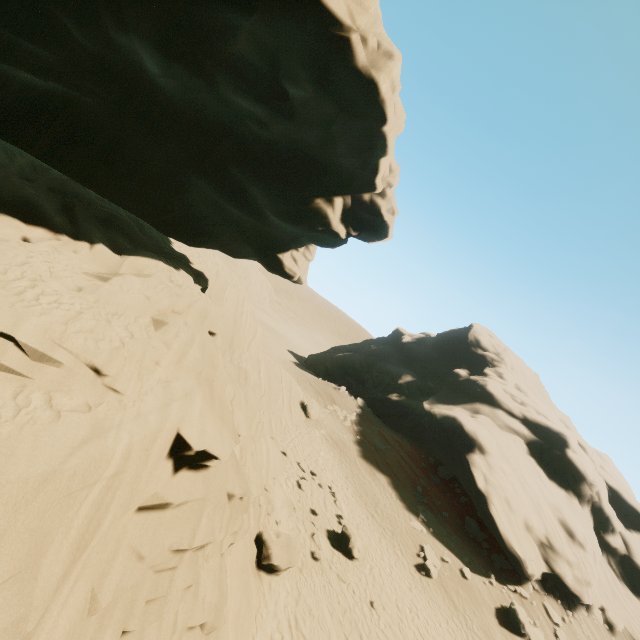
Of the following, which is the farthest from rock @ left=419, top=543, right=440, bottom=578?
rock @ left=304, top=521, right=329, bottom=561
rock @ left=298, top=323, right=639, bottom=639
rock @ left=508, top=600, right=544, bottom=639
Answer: rock @ left=298, top=323, right=639, bottom=639

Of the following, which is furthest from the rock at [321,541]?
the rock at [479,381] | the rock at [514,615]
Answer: the rock at [479,381]

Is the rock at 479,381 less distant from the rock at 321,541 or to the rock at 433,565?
the rock at 433,565

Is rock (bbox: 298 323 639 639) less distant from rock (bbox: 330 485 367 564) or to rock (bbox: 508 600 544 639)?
rock (bbox: 508 600 544 639)

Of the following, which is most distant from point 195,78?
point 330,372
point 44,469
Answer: point 330,372

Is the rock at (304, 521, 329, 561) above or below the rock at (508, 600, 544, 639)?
below

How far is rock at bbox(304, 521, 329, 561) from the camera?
13.7m

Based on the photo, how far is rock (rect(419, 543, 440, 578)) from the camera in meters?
18.0 m
